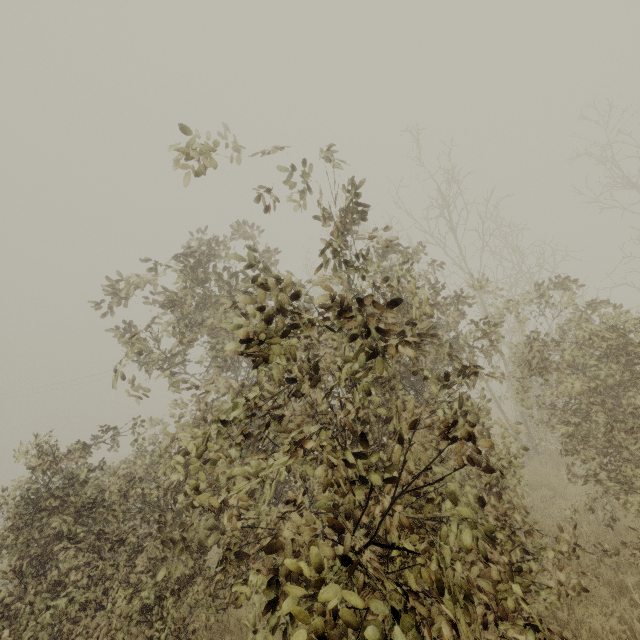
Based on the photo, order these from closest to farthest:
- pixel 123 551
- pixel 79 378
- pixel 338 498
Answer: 1. pixel 338 498
2. pixel 123 551
3. pixel 79 378
